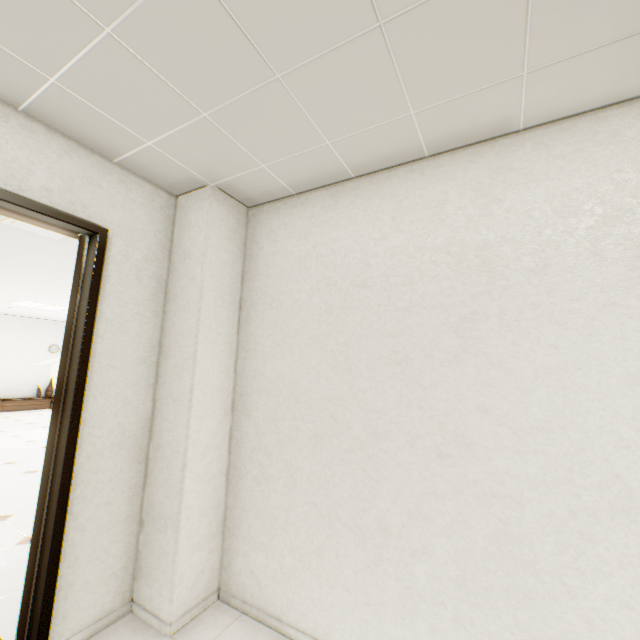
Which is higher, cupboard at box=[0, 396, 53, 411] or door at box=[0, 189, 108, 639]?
door at box=[0, 189, 108, 639]

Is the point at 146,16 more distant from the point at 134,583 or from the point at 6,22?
the point at 134,583

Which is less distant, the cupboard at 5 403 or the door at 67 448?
the door at 67 448

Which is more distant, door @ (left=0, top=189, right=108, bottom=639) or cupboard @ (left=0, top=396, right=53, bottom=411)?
cupboard @ (left=0, top=396, right=53, bottom=411)

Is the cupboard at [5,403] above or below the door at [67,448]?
below
